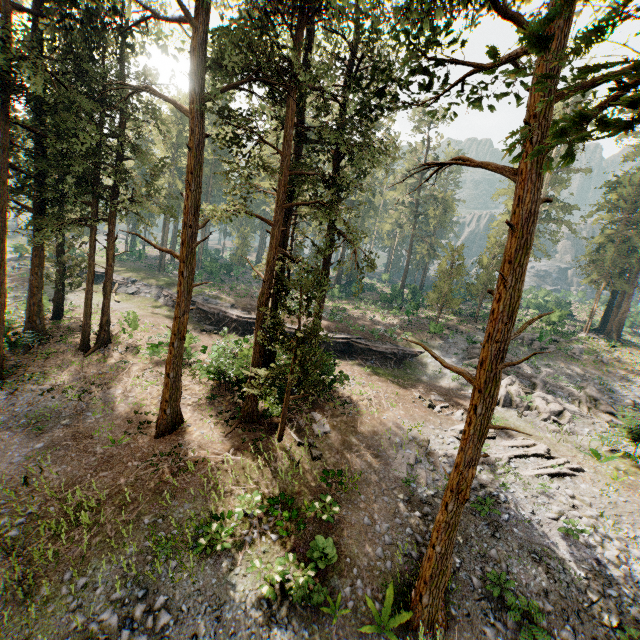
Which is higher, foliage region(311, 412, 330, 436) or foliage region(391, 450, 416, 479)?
foliage region(311, 412, 330, 436)

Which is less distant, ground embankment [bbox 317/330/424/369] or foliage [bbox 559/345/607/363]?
ground embankment [bbox 317/330/424/369]

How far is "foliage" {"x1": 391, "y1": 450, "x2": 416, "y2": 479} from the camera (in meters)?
16.27

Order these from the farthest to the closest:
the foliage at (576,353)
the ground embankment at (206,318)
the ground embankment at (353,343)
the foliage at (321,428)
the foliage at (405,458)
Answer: the foliage at (576,353) → the ground embankment at (206,318) → the ground embankment at (353,343) → the foliage at (321,428) → the foliage at (405,458)

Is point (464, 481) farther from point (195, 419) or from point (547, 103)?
point (195, 419)

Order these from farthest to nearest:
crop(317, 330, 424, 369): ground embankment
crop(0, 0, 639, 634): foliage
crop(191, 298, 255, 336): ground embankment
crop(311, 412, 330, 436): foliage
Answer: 1. crop(191, 298, 255, 336): ground embankment
2. crop(317, 330, 424, 369): ground embankment
3. crop(311, 412, 330, 436): foliage
4. crop(0, 0, 639, 634): foliage

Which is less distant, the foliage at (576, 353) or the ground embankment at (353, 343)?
the ground embankment at (353, 343)

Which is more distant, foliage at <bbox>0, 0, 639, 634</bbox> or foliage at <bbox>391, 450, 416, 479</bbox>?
foliage at <bbox>391, 450, 416, 479</bbox>
